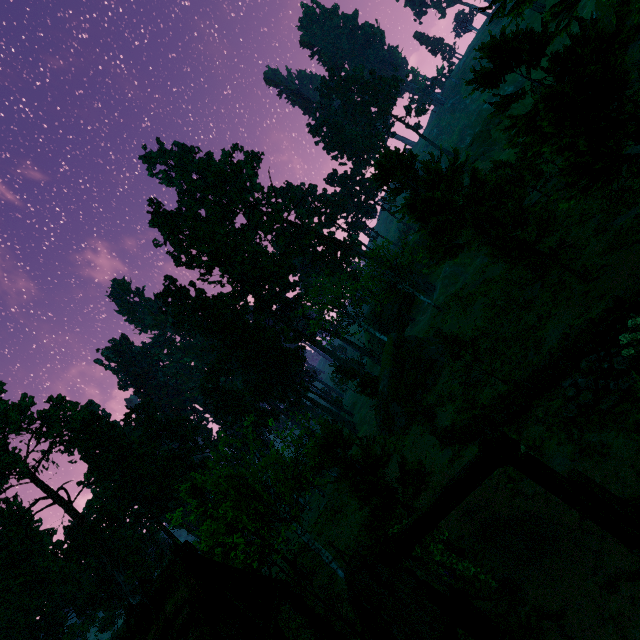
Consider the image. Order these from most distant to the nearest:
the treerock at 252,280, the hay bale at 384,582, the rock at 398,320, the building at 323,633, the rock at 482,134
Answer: the rock at 398,320 < the rock at 482,134 < the treerock at 252,280 < the building at 323,633 < the hay bale at 384,582

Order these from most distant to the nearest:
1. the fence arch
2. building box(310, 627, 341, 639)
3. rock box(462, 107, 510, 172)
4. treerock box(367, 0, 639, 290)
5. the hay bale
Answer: rock box(462, 107, 510, 172) → building box(310, 627, 341, 639) → the hay bale → treerock box(367, 0, 639, 290) → the fence arch

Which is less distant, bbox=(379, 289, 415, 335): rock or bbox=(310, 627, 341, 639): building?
bbox=(310, 627, 341, 639): building

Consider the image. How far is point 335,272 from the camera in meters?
55.7 m

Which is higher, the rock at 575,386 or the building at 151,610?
the building at 151,610

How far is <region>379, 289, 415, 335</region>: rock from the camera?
57.2 meters

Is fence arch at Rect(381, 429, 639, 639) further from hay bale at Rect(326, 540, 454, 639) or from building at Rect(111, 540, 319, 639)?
hay bale at Rect(326, 540, 454, 639)

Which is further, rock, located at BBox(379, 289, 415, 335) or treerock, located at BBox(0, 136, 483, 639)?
rock, located at BBox(379, 289, 415, 335)
